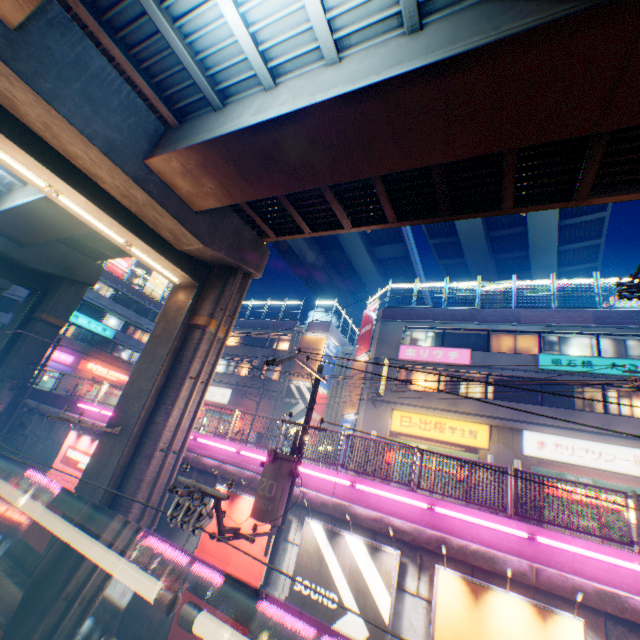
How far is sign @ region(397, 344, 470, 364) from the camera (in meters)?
20.48

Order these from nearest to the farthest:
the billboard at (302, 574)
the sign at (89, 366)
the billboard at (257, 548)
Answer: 1. the billboard at (302, 574)
2. the billboard at (257, 548)
3. the sign at (89, 366)

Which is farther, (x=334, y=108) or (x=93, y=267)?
(x=93, y=267)

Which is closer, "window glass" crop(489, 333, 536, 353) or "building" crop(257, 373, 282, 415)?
"window glass" crop(489, 333, 536, 353)

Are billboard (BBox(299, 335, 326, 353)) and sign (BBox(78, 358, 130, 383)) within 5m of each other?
no

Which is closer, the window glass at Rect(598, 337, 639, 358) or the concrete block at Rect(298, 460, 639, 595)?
the concrete block at Rect(298, 460, 639, 595)

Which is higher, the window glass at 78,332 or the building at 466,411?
the window glass at 78,332

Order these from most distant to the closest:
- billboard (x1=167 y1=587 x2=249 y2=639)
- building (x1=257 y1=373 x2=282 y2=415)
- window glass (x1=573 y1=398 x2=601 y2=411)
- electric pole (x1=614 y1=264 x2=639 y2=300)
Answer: building (x1=257 y1=373 x2=282 y2=415), window glass (x1=573 y1=398 x2=601 y2=411), electric pole (x1=614 y1=264 x2=639 y2=300), billboard (x1=167 y1=587 x2=249 y2=639)
